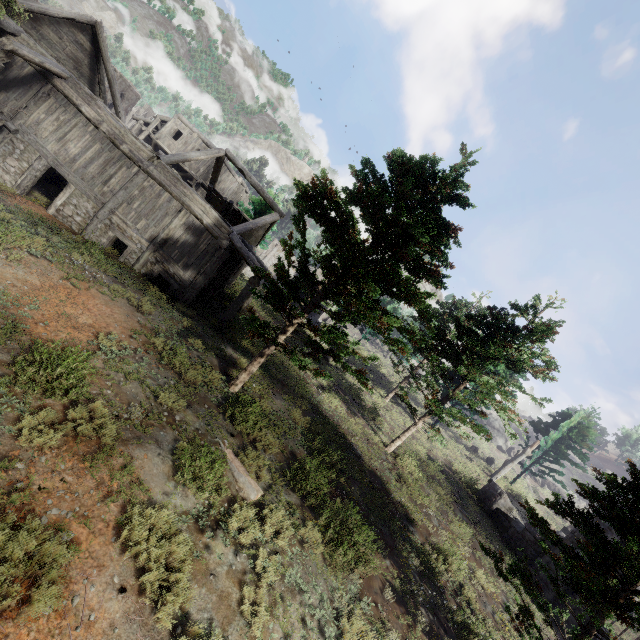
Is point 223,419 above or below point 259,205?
below

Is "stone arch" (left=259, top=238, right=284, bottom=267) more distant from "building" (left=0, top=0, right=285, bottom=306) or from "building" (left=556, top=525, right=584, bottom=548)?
"building" (left=556, top=525, right=584, bottom=548)

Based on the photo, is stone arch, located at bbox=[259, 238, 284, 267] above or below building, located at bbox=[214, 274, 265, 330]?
above

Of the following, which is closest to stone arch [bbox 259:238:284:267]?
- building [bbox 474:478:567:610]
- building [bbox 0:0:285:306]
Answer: building [bbox 0:0:285:306]

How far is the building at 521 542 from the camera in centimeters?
1521cm

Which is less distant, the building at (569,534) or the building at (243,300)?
the building at (243,300)
